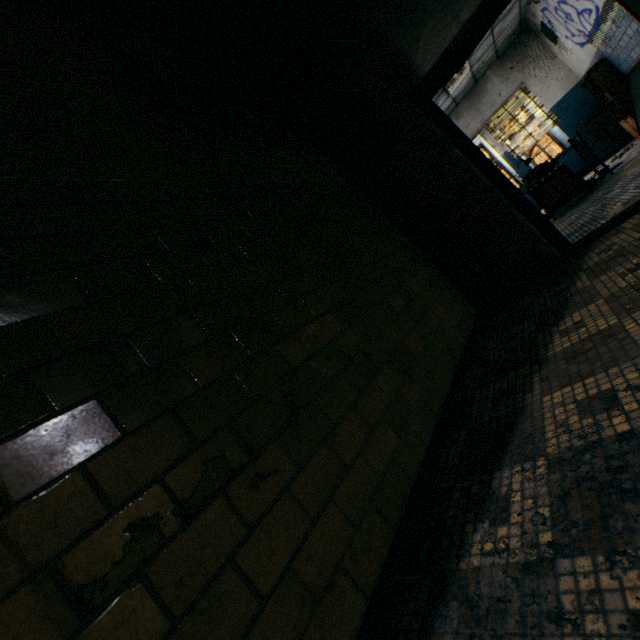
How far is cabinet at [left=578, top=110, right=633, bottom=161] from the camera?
7.8 meters

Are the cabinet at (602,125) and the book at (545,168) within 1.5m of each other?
no

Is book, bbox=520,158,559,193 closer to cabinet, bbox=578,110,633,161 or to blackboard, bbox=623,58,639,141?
blackboard, bbox=623,58,639,141

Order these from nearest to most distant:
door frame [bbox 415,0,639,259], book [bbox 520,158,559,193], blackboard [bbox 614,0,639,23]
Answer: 1. door frame [bbox 415,0,639,259]
2. blackboard [bbox 614,0,639,23]
3. book [bbox 520,158,559,193]

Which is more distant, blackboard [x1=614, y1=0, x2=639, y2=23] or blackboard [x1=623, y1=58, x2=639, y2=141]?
blackboard [x1=623, y1=58, x2=639, y2=141]

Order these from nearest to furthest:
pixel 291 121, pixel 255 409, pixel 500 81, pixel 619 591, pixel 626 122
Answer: pixel 619 591, pixel 255 409, pixel 291 121, pixel 626 122, pixel 500 81

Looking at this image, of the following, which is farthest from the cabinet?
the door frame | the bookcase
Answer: the door frame

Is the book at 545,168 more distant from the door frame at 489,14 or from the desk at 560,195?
the door frame at 489,14
